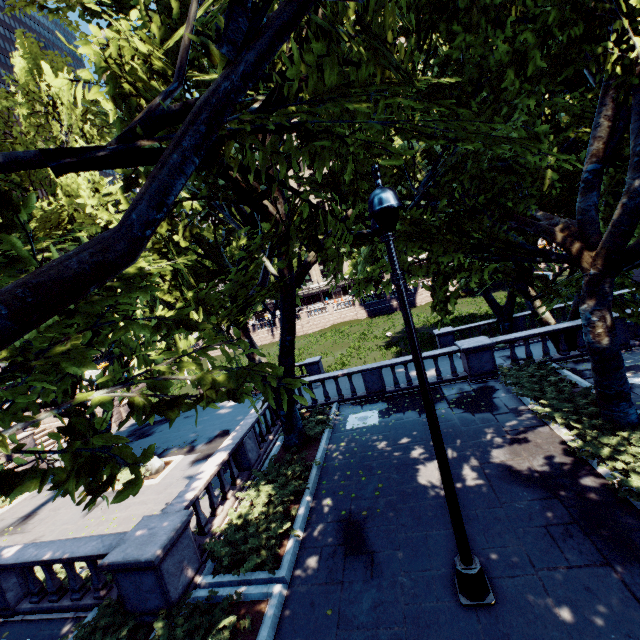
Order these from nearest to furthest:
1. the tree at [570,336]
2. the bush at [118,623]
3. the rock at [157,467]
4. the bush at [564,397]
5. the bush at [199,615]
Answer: the bush at [199,615], the bush at [118,623], the bush at [564,397], the tree at [570,336], the rock at [157,467]

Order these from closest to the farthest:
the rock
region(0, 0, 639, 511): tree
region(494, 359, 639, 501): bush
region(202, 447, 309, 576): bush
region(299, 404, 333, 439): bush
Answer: region(0, 0, 639, 511): tree
region(494, 359, 639, 501): bush
region(202, 447, 309, 576): bush
region(299, 404, 333, 439): bush
the rock

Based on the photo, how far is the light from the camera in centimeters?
417cm

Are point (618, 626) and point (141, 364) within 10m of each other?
yes

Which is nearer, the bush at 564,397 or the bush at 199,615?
the bush at 199,615

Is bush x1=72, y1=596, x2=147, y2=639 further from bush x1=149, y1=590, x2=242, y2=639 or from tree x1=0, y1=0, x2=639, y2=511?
tree x1=0, y1=0, x2=639, y2=511

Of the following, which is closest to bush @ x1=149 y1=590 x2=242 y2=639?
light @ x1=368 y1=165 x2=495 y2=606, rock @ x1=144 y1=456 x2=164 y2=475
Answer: light @ x1=368 y1=165 x2=495 y2=606

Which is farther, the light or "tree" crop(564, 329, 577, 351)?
"tree" crop(564, 329, 577, 351)
